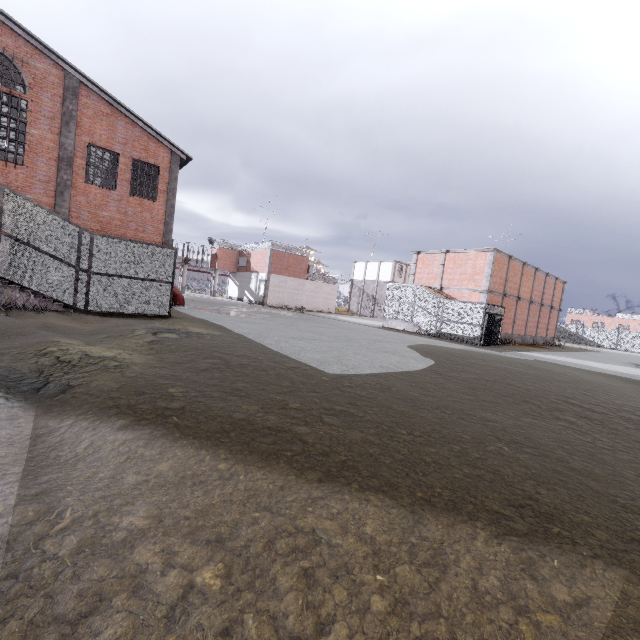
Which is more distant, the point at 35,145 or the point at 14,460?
the point at 35,145

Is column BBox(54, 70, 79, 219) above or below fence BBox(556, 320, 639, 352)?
above

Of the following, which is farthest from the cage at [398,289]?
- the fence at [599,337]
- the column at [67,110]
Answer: the column at [67,110]

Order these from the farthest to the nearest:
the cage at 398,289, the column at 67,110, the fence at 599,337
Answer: the fence at 599,337 < the cage at 398,289 < the column at 67,110

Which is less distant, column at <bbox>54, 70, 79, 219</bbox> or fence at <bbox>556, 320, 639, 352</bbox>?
column at <bbox>54, 70, 79, 219</bbox>

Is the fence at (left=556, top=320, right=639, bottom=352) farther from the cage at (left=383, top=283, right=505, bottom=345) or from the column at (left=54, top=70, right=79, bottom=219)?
the column at (left=54, top=70, right=79, bottom=219)

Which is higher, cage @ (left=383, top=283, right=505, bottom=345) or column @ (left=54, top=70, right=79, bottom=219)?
column @ (left=54, top=70, right=79, bottom=219)
